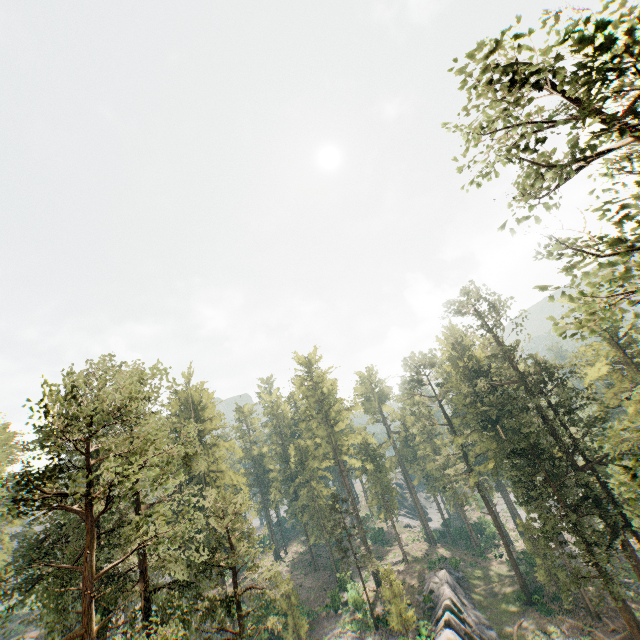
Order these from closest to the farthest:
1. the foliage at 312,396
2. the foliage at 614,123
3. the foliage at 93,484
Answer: the foliage at 614,123 < the foliage at 93,484 < the foliage at 312,396

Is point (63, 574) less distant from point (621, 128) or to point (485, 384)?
point (621, 128)

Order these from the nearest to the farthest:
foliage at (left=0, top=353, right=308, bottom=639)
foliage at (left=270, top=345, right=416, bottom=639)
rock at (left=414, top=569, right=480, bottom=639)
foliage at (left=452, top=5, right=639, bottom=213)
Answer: foliage at (left=452, top=5, right=639, bottom=213)
foliage at (left=0, top=353, right=308, bottom=639)
rock at (left=414, top=569, right=480, bottom=639)
foliage at (left=270, top=345, right=416, bottom=639)

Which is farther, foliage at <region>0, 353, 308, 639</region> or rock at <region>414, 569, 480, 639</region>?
rock at <region>414, 569, 480, 639</region>

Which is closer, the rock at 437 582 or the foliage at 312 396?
the rock at 437 582

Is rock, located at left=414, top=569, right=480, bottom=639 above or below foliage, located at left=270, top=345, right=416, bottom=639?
below
